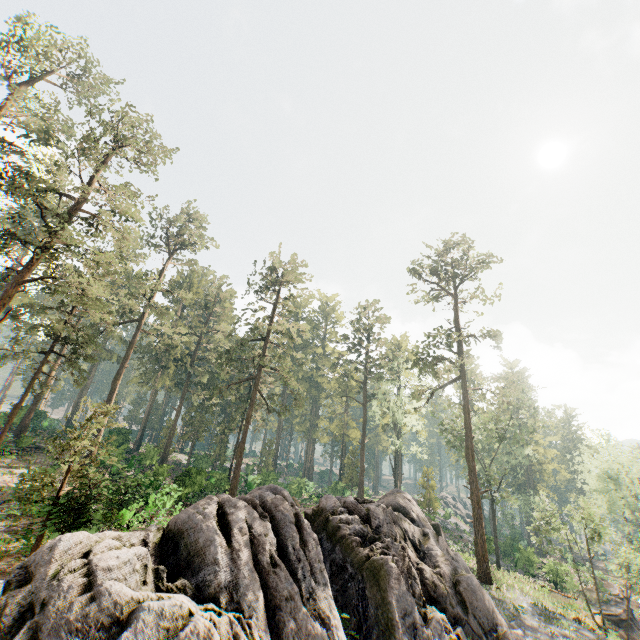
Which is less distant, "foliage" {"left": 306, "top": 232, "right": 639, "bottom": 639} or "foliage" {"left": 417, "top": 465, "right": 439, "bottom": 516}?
"foliage" {"left": 306, "top": 232, "right": 639, "bottom": 639}

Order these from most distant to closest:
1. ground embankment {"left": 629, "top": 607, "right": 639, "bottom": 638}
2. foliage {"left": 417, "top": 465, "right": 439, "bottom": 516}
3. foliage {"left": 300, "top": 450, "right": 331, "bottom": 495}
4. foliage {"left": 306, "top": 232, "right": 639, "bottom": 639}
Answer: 1. foliage {"left": 300, "top": 450, "right": 331, "bottom": 495}
2. foliage {"left": 417, "top": 465, "right": 439, "bottom": 516}
3. ground embankment {"left": 629, "top": 607, "right": 639, "bottom": 638}
4. foliage {"left": 306, "top": 232, "right": 639, "bottom": 639}

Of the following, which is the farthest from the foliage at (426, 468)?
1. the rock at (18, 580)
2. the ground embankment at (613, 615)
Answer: the ground embankment at (613, 615)

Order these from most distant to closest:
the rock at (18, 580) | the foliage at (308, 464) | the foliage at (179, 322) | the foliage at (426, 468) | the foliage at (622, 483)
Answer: the foliage at (308, 464), the foliage at (426, 468), the foliage at (622, 483), the foliage at (179, 322), the rock at (18, 580)

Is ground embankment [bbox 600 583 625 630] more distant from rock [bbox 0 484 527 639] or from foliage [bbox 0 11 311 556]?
rock [bbox 0 484 527 639]

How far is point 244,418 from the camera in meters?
53.6 m

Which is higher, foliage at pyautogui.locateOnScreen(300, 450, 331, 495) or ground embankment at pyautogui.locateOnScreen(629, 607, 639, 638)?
foliage at pyautogui.locateOnScreen(300, 450, 331, 495)
